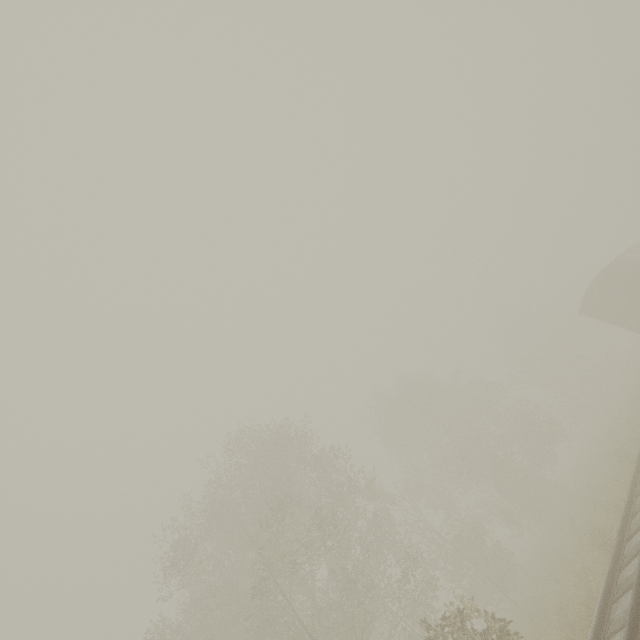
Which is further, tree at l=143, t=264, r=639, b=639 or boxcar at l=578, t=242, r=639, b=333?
boxcar at l=578, t=242, r=639, b=333

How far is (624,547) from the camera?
8.30m

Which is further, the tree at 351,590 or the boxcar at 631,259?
the boxcar at 631,259
